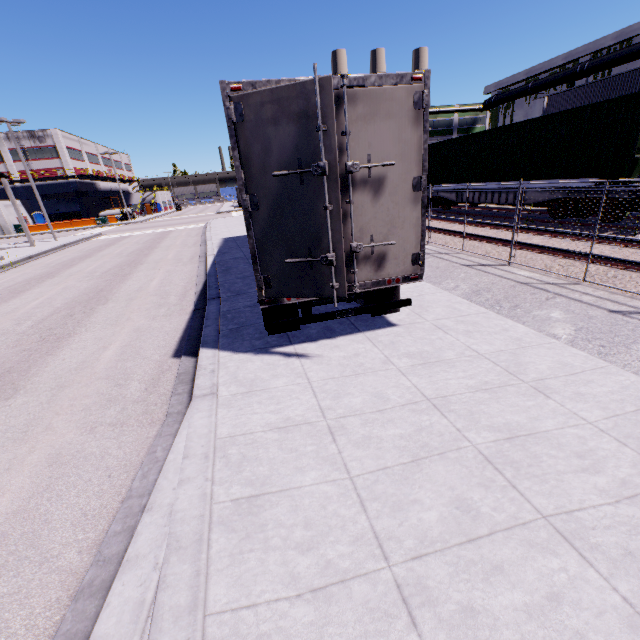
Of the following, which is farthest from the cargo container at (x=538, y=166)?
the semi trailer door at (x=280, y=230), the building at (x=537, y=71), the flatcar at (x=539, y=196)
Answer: the semi trailer door at (x=280, y=230)

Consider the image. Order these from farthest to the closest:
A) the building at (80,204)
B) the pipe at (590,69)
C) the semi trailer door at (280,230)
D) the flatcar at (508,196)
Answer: the building at (80,204) → the pipe at (590,69) → the flatcar at (508,196) → the semi trailer door at (280,230)

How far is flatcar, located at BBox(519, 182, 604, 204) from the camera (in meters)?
11.32

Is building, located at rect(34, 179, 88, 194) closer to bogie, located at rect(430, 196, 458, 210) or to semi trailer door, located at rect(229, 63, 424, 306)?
semi trailer door, located at rect(229, 63, 424, 306)

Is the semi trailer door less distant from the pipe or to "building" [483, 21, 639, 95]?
"building" [483, 21, 639, 95]

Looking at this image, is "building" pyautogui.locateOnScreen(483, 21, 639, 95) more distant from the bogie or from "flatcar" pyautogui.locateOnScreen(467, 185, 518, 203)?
the bogie

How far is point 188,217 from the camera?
49.6 meters

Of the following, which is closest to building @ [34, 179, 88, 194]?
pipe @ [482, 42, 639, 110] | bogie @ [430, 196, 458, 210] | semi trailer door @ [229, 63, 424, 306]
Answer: pipe @ [482, 42, 639, 110]
